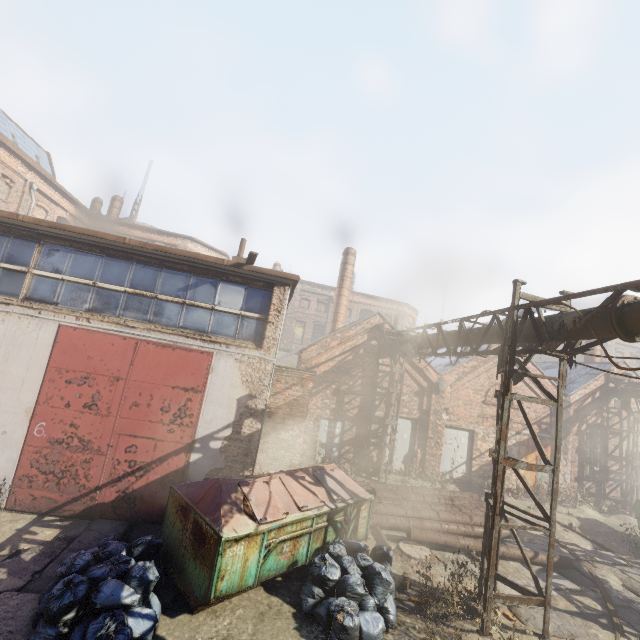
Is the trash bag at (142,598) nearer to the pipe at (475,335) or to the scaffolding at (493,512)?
the scaffolding at (493,512)

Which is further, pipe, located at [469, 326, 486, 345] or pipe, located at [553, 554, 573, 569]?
pipe, located at [553, 554, 573, 569]

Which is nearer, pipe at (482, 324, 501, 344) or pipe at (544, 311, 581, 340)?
pipe at (544, 311, 581, 340)

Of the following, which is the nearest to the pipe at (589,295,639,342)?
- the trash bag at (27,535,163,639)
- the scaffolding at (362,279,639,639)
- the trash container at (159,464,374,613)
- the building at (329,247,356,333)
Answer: the scaffolding at (362,279,639,639)

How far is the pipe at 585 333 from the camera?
5.8 meters

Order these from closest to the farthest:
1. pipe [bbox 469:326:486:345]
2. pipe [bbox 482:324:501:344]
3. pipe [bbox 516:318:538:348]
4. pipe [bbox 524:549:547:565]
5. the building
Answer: pipe [bbox 516:318:538:348], pipe [bbox 482:324:501:344], pipe [bbox 469:326:486:345], pipe [bbox 524:549:547:565], the building

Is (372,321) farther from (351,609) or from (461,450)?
(351,609)

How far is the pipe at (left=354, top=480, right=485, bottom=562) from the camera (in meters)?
9.03
